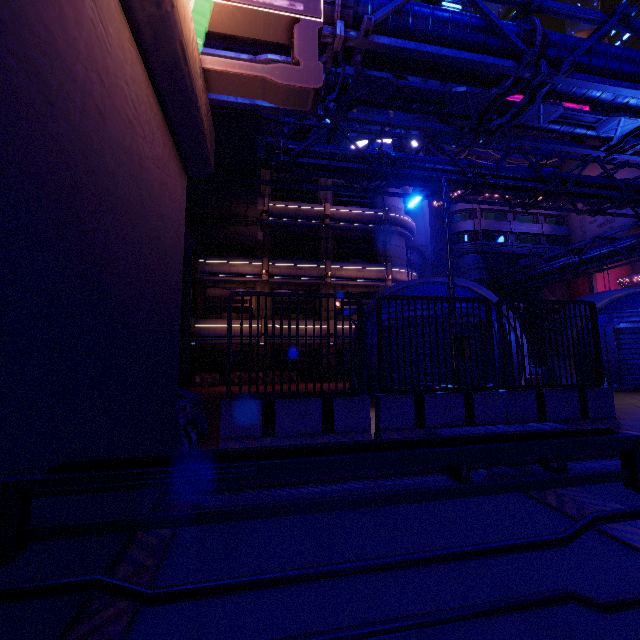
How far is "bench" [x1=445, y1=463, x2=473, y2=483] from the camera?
4.5 meters

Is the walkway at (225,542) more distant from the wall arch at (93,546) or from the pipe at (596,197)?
the pipe at (596,197)

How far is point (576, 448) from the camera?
1.39m

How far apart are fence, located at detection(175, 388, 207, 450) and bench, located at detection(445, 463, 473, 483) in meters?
3.9

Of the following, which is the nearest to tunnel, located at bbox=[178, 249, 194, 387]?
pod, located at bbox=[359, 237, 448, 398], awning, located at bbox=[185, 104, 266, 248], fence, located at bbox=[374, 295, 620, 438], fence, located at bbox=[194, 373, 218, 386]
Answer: fence, located at bbox=[194, 373, 218, 386]

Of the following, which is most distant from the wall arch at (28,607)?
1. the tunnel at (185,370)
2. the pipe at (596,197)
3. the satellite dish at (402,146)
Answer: the satellite dish at (402,146)

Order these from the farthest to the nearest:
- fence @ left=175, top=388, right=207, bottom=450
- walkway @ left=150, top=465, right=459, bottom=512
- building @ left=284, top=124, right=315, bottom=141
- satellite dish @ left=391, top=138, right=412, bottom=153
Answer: satellite dish @ left=391, top=138, right=412, bottom=153, building @ left=284, top=124, right=315, bottom=141, fence @ left=175, top=388, right=207, bottom=450, walkway @ left=150, top=465, right=459, bottom=512

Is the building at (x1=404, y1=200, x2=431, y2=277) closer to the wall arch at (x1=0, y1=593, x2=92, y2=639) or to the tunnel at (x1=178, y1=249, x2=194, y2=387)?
the tunnel at (x1=178, y1=249, x2=194, y2=387)
